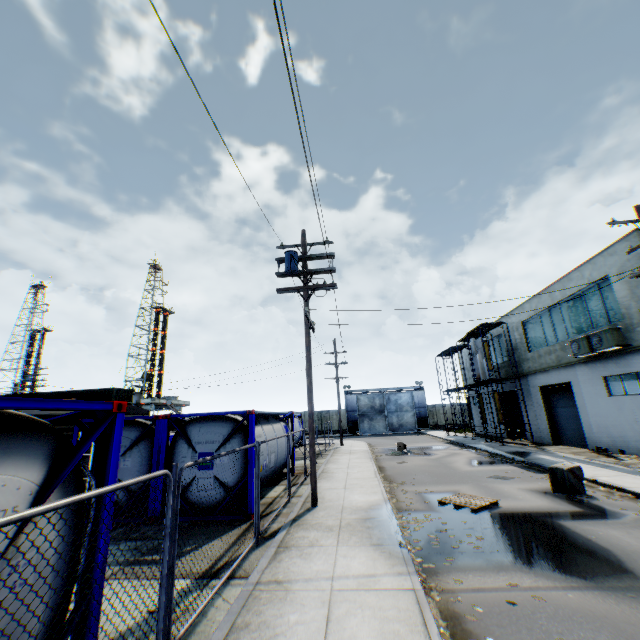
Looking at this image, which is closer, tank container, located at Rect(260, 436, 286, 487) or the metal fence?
the metal fence

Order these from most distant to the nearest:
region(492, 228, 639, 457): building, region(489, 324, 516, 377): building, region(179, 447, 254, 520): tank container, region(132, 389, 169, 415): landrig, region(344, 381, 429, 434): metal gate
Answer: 1. region(132, 389, 169, 415): landrig
2. region(344, 381, 429, 434): metal gate
3. region(489, 324, 516, 377): building
4. region(492, 228, 639, 457): building
5. region(179, 447, 254, 520): tank container

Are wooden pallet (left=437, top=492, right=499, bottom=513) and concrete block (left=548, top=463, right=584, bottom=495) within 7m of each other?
yes

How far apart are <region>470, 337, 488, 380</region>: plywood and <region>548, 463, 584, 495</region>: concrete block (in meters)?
13.45

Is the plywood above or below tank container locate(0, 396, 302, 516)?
above

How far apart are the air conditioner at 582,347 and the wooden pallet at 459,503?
10.62m

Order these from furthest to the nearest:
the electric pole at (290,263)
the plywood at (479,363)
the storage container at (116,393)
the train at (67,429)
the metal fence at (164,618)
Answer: the storage container at (116,393) < the plywood at (479,363) < the train at (67,429) < the electric pole at (290,263) < the metal fence at (164,618)

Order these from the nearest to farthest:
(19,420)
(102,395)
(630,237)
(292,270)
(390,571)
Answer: (19,420)
(390,571)
(292,270)
(630,237)
(102,395)
